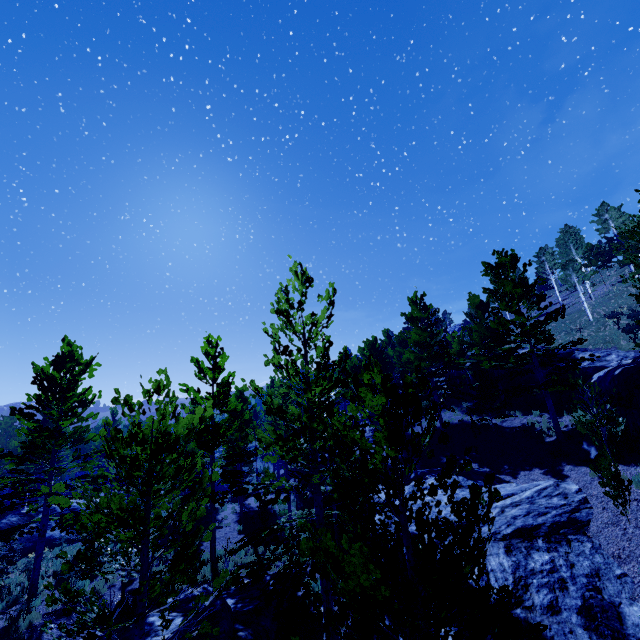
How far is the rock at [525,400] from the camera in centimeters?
2159cm

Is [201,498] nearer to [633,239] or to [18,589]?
[18,589]

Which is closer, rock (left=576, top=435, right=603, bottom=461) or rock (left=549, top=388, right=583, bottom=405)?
rock (left=576, top=435, right=603, bottom=461)

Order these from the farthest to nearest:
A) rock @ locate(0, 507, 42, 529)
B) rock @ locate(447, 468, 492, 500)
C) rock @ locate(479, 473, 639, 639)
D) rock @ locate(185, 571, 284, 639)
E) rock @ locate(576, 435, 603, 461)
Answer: rock @ locate(0, 507, 42, 529)
rock @ locate(447, 468, 492, 500)
rock @ locate(576, 435, 603, 461)
rock @ locate(185, 571, 284, 639)
rock @ locate(479, 473, 639, 639)

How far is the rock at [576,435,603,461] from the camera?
13.7m

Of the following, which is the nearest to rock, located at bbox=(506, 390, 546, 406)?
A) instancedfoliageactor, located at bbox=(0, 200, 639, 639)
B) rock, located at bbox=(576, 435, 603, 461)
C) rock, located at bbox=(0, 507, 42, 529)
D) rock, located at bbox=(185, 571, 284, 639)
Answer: instancedfoliageactor, located at bbox=(0, 200, 639, 639)

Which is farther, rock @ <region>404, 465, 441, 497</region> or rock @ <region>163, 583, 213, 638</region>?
rock @ <region>404, 465, 441, 497</region>

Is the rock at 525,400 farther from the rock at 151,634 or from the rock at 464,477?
the rock at 151,634
